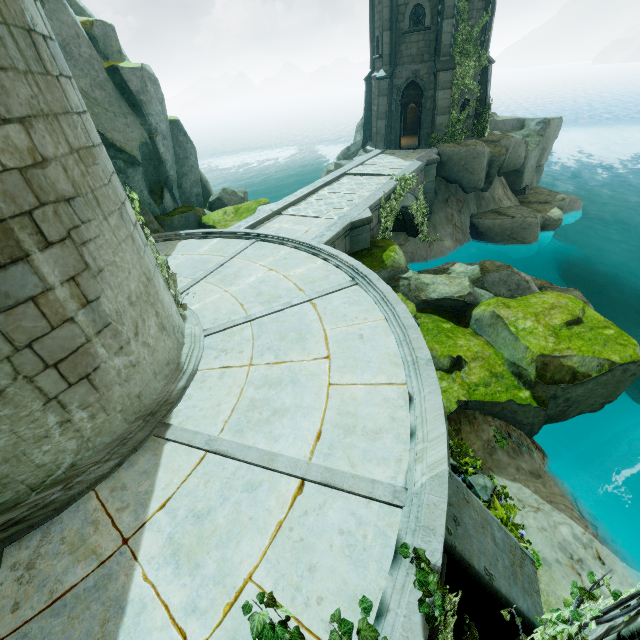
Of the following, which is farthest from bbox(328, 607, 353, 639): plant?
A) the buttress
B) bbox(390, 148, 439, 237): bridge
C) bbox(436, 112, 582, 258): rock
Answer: bbox(436, 112, 582, 258): rock

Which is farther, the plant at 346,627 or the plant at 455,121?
the plant at 455,121

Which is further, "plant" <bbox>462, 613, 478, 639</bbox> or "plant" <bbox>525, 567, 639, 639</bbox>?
"plant" <bbox>462, 613, 478, 639</bbox>

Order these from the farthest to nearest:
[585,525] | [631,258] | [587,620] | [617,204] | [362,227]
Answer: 1. [617,204]
2. [631,258]
3. [362,227]
4. [585,525]
5. [587,620]

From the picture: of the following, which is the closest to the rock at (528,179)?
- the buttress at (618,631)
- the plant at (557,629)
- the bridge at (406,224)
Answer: the bridge at (406,224)

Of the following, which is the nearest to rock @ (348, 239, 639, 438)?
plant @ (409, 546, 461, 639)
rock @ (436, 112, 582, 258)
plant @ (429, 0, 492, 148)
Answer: rock @ (436, 112, 582, 258)

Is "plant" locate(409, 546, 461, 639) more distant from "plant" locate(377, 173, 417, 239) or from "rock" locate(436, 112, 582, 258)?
"rock" locate(436, 112, 582, 258)

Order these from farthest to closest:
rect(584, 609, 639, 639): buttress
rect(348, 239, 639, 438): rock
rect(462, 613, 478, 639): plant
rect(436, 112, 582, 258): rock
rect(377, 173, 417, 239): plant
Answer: rect(436, 112, 582, 258): rock → rect(377, 173, 417, 239): plant → rect(348, 239, 639, 438): rock → rect(462, 613, 478, 639): plant → rect(584, 609, 639, 639): buttress
